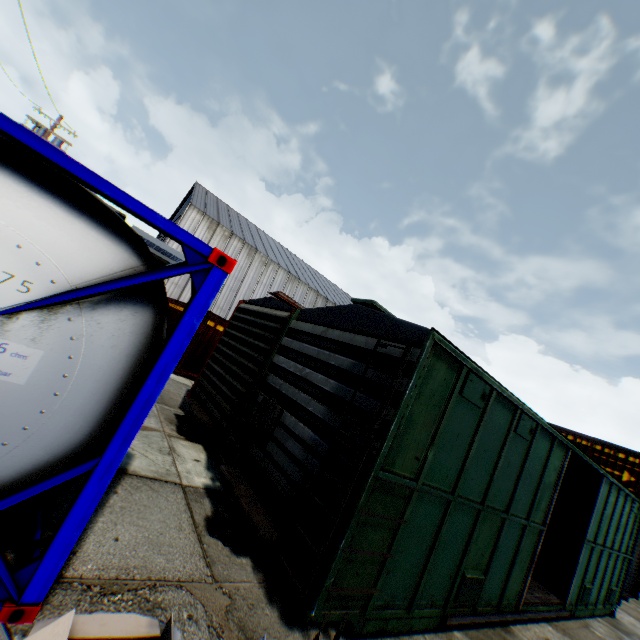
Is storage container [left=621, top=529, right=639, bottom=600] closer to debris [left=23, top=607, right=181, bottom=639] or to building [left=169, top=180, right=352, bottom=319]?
building [left=169, top=180, right=352, bottom=319]

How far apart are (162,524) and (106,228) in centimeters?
358cm

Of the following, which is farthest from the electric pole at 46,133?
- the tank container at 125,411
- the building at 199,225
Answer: the building at 199,225

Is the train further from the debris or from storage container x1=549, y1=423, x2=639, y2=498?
storage container x1=549, y1=423, x2=639, y2=498

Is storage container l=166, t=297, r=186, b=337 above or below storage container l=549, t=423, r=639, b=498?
below

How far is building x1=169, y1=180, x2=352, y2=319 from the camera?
29.41m

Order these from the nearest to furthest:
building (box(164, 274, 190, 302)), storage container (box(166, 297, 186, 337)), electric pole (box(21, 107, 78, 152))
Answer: storage container (box(166, 297, 186, 337))
electric pole (box(21, 107, 78, 152))
building (box(164, 274, 190, 302))

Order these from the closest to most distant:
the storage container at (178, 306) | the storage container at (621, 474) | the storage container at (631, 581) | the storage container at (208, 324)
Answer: the storage container at (631, 581) → the storage container at (208, 324) → the storage container at (621, 474) → the storage container at (178, 306)
